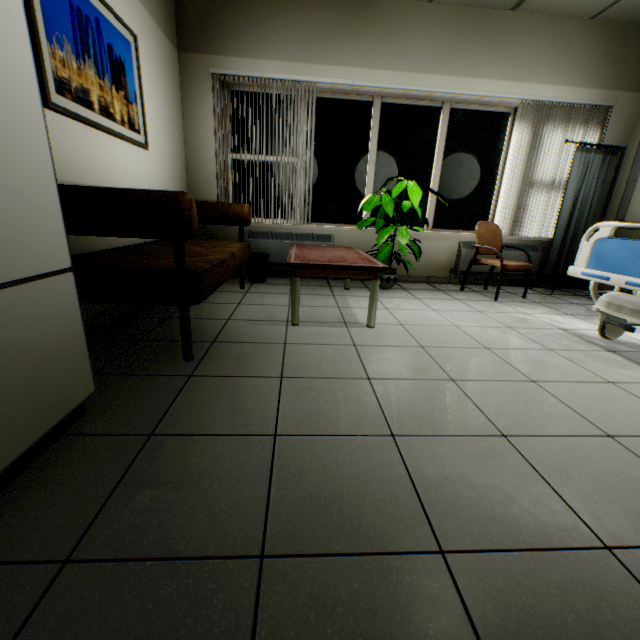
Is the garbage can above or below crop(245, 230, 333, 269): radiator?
below

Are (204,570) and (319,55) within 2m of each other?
no

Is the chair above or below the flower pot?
above

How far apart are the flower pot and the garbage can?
1.4 meters

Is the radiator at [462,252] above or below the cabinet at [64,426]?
above

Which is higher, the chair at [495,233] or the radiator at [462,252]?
the chair at [495,233]

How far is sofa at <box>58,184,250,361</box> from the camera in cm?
159

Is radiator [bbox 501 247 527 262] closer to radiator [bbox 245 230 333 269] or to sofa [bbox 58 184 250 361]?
radiator [bbox 245 230 333 269]
